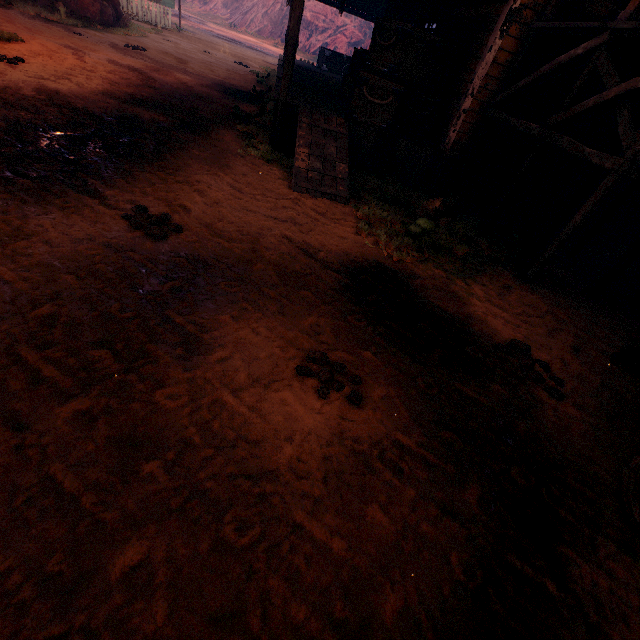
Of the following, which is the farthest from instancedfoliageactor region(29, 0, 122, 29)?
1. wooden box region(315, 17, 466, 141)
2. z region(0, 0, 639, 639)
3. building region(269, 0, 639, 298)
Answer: wooden box region(315, 17, 466, 141)

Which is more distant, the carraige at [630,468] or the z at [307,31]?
the z at [307,31]

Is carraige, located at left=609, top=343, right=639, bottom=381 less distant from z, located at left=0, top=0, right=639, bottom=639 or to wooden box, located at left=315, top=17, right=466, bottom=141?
z, located at left=0, top=0, right=639, bottom=639

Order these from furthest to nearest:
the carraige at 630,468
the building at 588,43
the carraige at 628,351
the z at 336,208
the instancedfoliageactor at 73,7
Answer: the instancedfoliageactor at 73,7, the building at 588,43, the carraige at 628,351, the carraige at 630,468, the z at 336,208

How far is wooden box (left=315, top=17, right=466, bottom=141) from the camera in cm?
646

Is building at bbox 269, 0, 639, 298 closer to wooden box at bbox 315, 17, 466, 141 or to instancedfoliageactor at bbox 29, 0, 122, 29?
wooden box at bbox 315, 17, 466, 141

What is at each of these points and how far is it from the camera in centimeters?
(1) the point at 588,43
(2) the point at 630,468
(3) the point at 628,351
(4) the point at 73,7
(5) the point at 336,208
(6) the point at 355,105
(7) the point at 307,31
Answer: (1) building, 487cm
(2) carraige, 244cm
(3) carraige, 303cm
(4) instancedfoliageactor, 1264cm
(5) z, 570cm
(6) wooden box, 684cm
(7) z, 3969cm

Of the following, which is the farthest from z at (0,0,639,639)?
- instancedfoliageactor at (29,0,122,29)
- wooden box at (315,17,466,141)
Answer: wooden box at (315,17,466,141)
